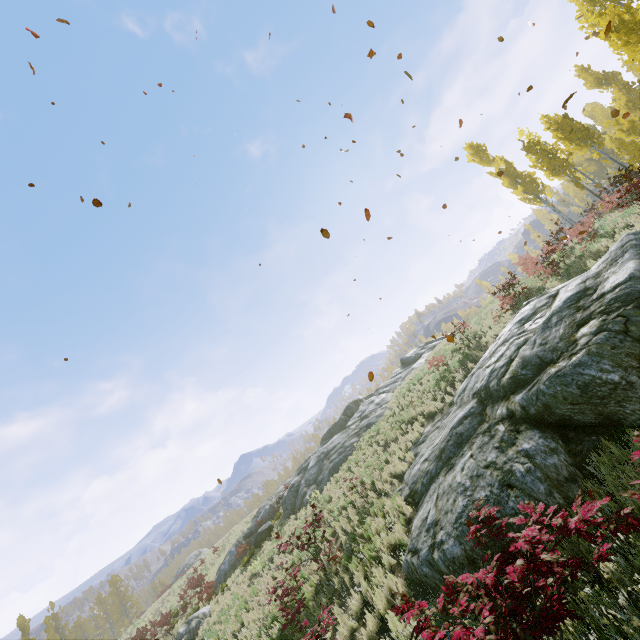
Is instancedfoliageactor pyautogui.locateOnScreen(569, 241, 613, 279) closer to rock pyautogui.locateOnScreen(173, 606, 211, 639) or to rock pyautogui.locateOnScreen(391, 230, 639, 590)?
rock pyautogui.locateOnScreen(391, 230, 639, 590)

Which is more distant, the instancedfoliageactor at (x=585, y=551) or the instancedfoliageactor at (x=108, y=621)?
the instancedfoliageactor at (x=108, y=621)

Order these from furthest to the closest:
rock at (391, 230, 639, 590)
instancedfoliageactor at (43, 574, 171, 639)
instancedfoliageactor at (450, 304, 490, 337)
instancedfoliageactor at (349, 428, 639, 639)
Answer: instancedfoliageactor at (43, 574, 171, 639) < instancedfoliageactor at (450, 304, 490, 337) < rock at (391, 230, 639, 590) < instancedfoliageactor at (349, 428, 639, 639)

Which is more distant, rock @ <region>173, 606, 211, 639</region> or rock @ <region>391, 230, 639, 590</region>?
rock @ <region>173, 606, 211, 639</region>

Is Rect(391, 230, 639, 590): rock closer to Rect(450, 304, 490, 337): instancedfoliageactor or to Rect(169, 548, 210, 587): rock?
Rect(450, 304, 490, 337): instancedfoliageactor

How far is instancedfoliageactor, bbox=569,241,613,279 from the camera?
11.66m

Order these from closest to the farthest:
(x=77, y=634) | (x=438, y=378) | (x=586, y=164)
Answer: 1. (x=438, y=378)
2. (x=586, y=164)
3. (x=77, y=634)
